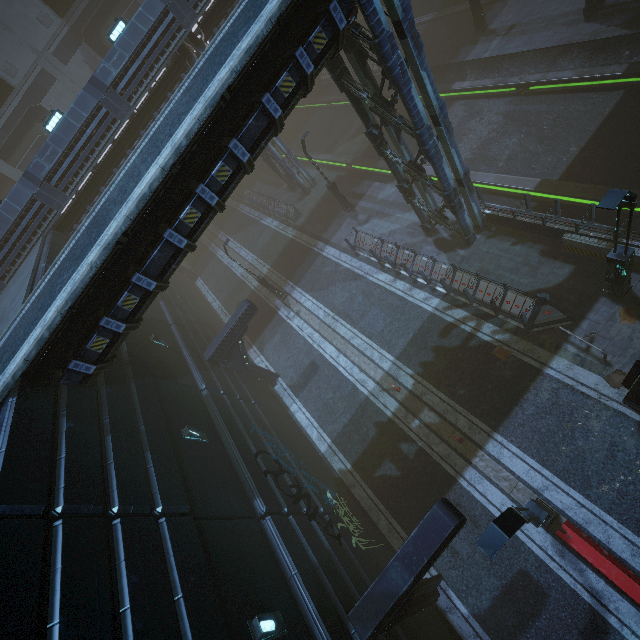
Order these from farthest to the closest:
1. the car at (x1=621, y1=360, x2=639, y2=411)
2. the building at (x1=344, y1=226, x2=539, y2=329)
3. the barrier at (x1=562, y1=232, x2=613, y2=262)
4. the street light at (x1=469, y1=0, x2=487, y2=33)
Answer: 1. the street light at (x1=469, y1=0, x2=487, y2=33)
2. the building at (x1=344, y1=226, x2=539, y2=329)
3. the barrier at (x1=562, y1=232, x2=613, y2=262)
4. the car at (x1=621, y1=360, x2=639, y2=411)

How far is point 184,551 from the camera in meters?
6.4

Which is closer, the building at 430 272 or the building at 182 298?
the building at 182 298

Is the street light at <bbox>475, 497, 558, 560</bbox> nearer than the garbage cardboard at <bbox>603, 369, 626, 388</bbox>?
Yes

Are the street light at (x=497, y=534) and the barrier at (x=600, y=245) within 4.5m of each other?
no

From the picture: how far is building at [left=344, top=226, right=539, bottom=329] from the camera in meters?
12.5

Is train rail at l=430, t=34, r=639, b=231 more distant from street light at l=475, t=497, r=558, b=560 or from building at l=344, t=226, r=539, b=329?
street light at l=475, t=497, r=558, b=560

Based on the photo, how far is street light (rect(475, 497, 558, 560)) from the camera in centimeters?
602cm
